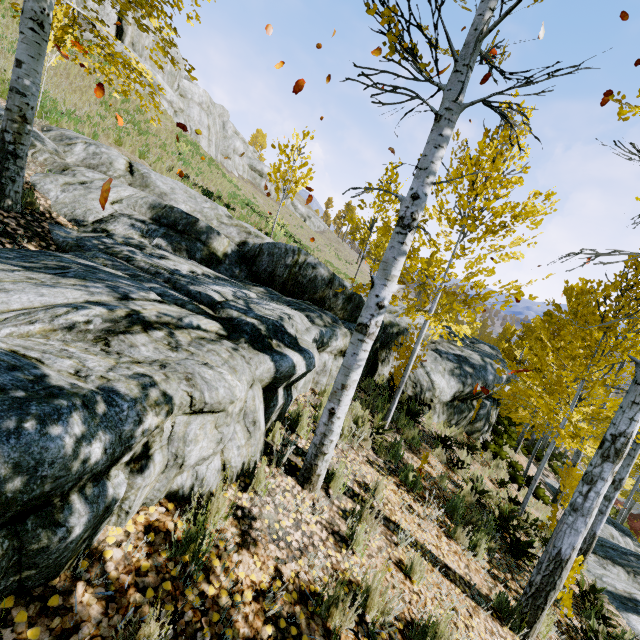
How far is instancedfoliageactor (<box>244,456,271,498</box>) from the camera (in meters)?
3.05

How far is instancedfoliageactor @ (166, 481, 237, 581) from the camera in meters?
2.1

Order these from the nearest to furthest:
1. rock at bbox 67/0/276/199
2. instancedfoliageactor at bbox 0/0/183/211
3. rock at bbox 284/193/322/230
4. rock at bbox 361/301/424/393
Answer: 1. instancedfoliageactor at bbox 0/0/183/211
2. rock at bbox 361/301/424/393
3. rock at bbox 67/0/276/199
4. rock at bbox 284/193/322/230

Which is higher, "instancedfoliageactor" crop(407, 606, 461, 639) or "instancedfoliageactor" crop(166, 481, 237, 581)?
"instancedfoliageactor" crop(166, 481, 237, 581)

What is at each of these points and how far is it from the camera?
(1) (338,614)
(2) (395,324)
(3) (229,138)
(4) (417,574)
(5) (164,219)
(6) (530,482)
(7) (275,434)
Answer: (1) instancedfoliageactor, 2.4 meters
(2) rock, 9.3 meters
(3) rock, 34.0 meters
(4) instancedfoliageactor, 3.4 meters
(5) rock, 6.5 meters
(6) instancedfoliageactor, 12.1 meters
(7) instancedfoliageactor, 3.9 meters

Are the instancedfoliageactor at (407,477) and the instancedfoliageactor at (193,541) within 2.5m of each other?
no

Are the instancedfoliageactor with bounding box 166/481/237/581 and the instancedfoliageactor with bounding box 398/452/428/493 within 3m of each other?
no

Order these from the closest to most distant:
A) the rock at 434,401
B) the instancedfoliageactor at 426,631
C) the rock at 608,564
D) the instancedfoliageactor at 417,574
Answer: the instancedfoliageactor at 426,631, the instancedfoliageactor at 417,574, the rock at 608,564, the rock at 434,401
